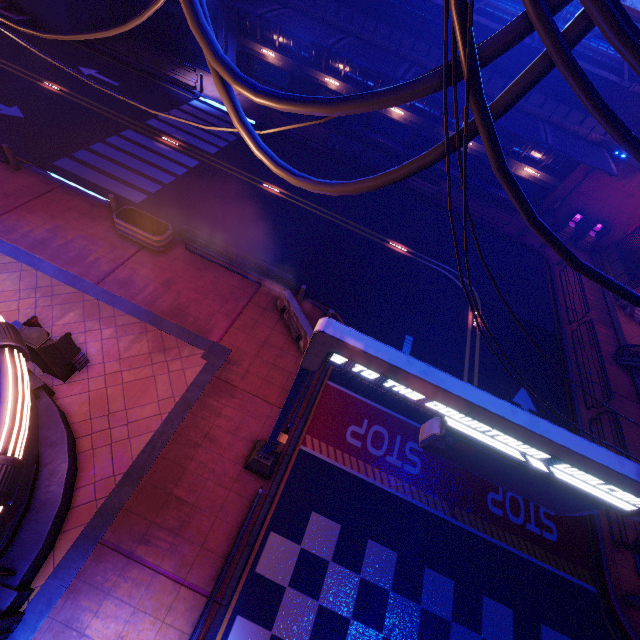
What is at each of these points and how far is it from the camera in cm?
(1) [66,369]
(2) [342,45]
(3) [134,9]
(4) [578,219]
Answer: (1) atm, 942
(2) awning, 1809
(3) vent, 2428
(4) atm, 2273

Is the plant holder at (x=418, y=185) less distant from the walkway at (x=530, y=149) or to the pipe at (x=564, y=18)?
the walkway at (x=530, y=149)

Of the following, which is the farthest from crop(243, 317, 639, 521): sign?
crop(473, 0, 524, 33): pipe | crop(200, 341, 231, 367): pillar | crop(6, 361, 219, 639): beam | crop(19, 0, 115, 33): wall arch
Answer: crop(19, 0, 115, 33): wall arch

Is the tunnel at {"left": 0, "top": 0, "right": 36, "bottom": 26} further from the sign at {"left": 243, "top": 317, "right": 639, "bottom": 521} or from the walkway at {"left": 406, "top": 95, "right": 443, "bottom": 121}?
the sign at {"left": 243, "top": 317, "right": 639, "bottom": 521}

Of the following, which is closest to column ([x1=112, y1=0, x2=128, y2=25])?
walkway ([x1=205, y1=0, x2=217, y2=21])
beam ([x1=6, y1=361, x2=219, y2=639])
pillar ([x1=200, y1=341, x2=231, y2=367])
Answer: walkway ([x1=205, y1=0, x2=217, y2=21])

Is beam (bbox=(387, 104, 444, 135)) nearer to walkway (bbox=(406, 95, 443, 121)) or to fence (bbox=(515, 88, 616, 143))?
walkway (bbox=(406, 95, 443, 121))

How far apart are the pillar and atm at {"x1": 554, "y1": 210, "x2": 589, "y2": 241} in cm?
2458

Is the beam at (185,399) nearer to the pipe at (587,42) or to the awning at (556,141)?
the awning at (556,141)
